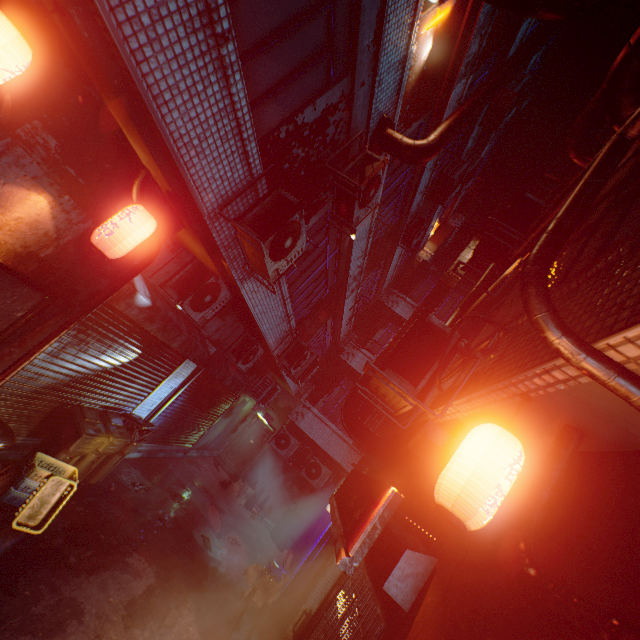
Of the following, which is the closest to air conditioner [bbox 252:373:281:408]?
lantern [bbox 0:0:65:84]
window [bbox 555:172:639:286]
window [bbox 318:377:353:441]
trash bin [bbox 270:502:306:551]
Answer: window [bbox 318:377:353:441]

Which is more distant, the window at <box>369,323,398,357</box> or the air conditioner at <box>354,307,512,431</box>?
the window at <box>369,323,398,357</box>

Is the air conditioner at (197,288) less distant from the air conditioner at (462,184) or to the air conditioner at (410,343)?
the air conditioner at (410,343)

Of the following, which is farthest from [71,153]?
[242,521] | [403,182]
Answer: [242,521]

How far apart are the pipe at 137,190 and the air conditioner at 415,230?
8.59m

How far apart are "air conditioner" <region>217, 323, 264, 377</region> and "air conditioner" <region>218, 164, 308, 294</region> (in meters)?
3.12

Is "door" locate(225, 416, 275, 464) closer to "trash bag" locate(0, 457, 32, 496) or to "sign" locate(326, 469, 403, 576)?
"sign" locate(326, 469, 403, 576)

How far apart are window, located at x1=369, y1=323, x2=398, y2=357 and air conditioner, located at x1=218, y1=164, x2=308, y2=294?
8.64m
